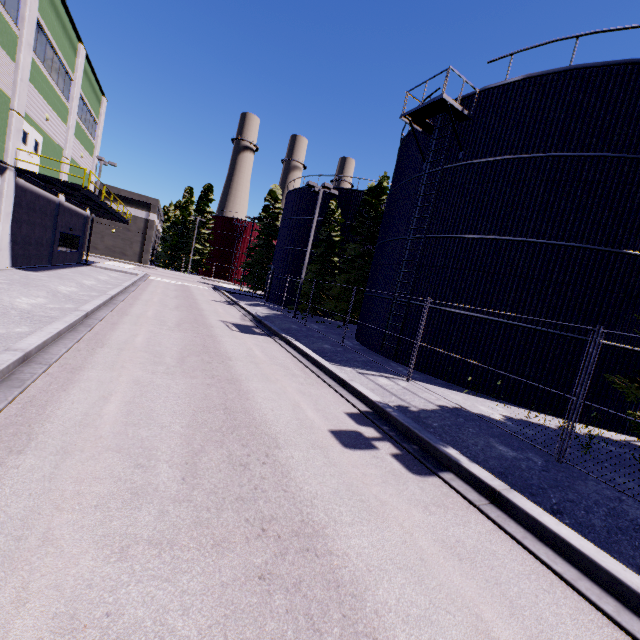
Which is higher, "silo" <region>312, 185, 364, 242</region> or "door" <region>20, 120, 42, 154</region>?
"silo" <region>312, 185, 364, 242</region>

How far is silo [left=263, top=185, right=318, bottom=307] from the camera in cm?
3158

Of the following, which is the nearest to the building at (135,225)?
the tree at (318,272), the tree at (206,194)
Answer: the tree at (206,194)

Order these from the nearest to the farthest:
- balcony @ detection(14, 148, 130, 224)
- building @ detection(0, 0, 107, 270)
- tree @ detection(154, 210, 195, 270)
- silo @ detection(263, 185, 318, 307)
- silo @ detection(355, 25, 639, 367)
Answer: silo @ detection(355, 25, 639, 367), building @ detection(0, 0, 107, 270), balcony @ detection(14, 148, 130, 224), silo @ detection(263, 185, 318, 307), tree @ detection(154, 210, 195, 270)

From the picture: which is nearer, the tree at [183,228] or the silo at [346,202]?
the silo at [346,202]

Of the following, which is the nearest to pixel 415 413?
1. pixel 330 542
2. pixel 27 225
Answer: pixel 330 542

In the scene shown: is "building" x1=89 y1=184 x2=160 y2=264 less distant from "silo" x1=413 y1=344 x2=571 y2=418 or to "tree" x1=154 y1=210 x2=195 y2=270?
"silo" x1=413 y1=344 x2=571 y2=418

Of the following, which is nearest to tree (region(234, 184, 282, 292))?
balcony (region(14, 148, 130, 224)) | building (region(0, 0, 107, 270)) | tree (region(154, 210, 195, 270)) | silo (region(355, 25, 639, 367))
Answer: silo (region(355, 25, 639, 367))
